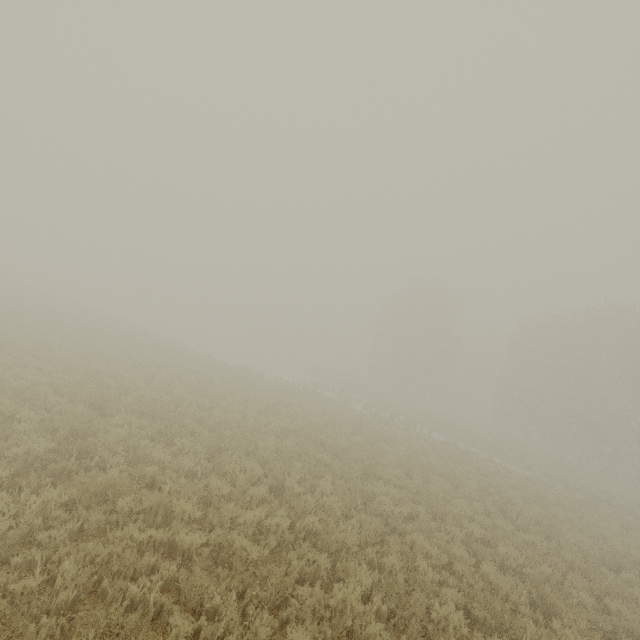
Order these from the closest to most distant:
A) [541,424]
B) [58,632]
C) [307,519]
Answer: [58,632], [307,519], [541,424]
